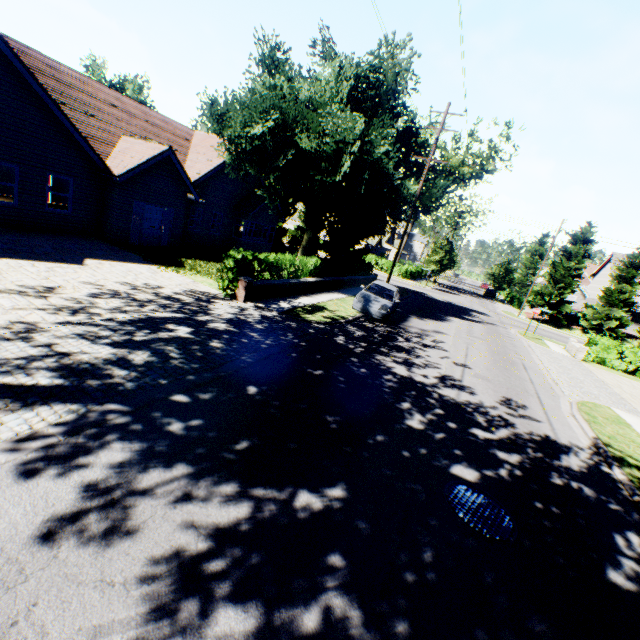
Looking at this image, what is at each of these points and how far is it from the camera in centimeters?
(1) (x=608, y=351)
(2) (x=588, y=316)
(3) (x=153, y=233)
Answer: (1) hedge, 2205cm
(2) tree, 3675cm
(3) door, 1817cm

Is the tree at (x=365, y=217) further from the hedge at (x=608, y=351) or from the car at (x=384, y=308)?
the hedge at (x=608, y=351)

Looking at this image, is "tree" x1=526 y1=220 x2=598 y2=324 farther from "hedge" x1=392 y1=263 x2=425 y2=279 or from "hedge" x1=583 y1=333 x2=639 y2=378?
"hedge" x1=583 y1=333 x2=639 y2=378

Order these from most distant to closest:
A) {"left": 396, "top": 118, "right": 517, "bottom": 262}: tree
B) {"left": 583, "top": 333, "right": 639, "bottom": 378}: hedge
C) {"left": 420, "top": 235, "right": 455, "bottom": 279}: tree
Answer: {"left": 420, "top": 235, "right": 455, "bottom": 279}: tree
{"left": 583, "top": 333, "right": 639, "bottom": 378}: hedge
{"left": 396, "top": 118, "right": 517, "bottom": 262}: tree

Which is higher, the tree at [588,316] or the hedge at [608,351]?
the tree at [588,316]

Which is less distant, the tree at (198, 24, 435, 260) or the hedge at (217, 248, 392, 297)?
the hedge at (217, 248, 392, 297)

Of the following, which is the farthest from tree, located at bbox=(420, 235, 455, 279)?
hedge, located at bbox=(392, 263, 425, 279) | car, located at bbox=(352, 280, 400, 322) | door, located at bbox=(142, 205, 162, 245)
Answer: door, located at bbox=(142, 205, 162, 245)

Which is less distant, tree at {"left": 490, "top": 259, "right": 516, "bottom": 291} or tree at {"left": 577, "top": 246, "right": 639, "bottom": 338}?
tree at {"left": 577, "top": 246, "right": 639, "bottom": 338}
